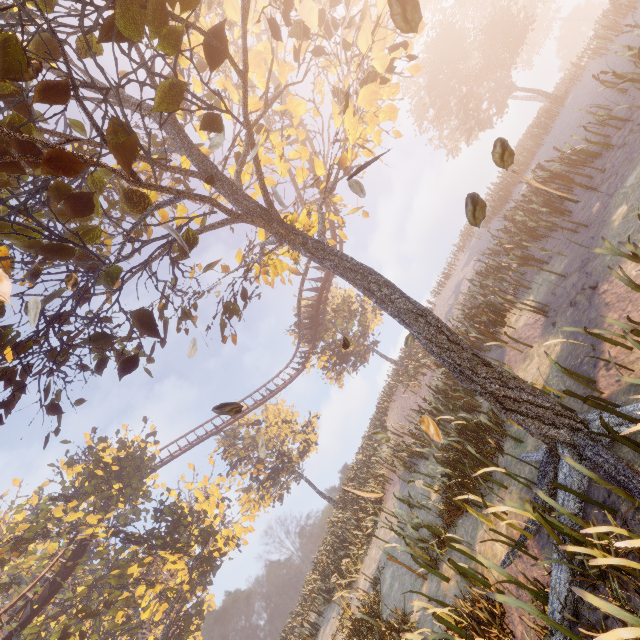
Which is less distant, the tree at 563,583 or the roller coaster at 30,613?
the tree at 563,583

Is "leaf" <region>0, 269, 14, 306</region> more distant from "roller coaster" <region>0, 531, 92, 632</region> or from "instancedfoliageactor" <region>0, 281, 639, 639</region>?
"instancedfoliageactor" <region>0, 281, 639, 639</region>

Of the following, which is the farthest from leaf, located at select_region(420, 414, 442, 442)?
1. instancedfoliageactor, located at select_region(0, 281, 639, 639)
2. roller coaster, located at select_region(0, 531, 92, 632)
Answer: instancedfoliageactor, located at select_region(0, 281, 639, 639)

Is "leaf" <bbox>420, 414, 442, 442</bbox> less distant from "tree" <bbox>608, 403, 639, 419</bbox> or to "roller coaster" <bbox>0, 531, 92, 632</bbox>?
"tree" <bbox>608, 403, 639, 419</bbox>

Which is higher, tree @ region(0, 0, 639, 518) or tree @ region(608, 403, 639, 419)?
tree @ region(0, 0, 639, 518)

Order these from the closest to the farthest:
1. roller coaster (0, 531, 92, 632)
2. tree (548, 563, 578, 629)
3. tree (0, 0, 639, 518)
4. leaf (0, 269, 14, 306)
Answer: leaf (0, 269, 14, 306) < tree (0, 0, 639, 518) < tree (548, 563, 578, 629) < roller coaster (0, 531, 92, 632)

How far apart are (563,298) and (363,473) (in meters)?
20.87

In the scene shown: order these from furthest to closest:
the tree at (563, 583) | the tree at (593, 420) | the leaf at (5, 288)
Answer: the tree at (563, 583) → the tree at (593, 420) → the leaf at (5, 288)
